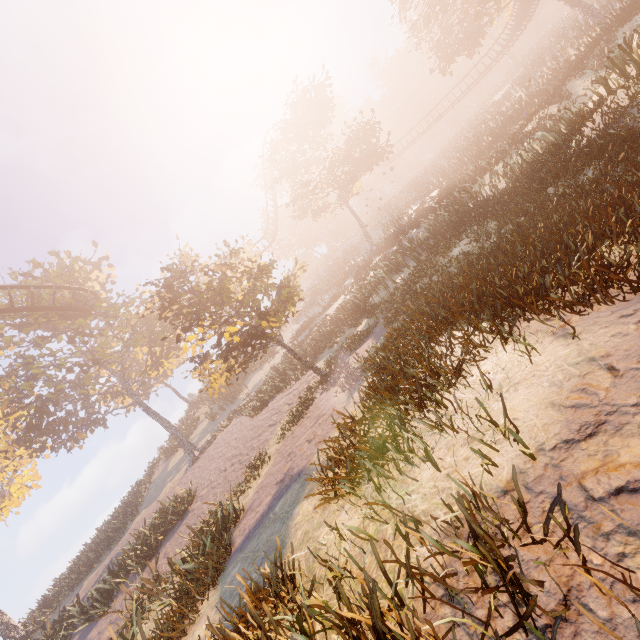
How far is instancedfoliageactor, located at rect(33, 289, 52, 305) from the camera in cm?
2114

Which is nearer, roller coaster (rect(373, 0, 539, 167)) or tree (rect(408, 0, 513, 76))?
tree (rect(408, 0, 513, 76))

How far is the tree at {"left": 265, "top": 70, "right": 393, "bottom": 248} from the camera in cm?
2723

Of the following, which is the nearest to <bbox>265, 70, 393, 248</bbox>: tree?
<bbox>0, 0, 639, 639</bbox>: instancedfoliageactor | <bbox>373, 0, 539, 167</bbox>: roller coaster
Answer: <bbox>373, 0, 539, 167</bbox>: roller coaster

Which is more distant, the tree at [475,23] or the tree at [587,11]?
the tree at [475,23]

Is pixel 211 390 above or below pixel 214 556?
above

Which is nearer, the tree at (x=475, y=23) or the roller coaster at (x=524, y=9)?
the tree at (x=475, y=23)
